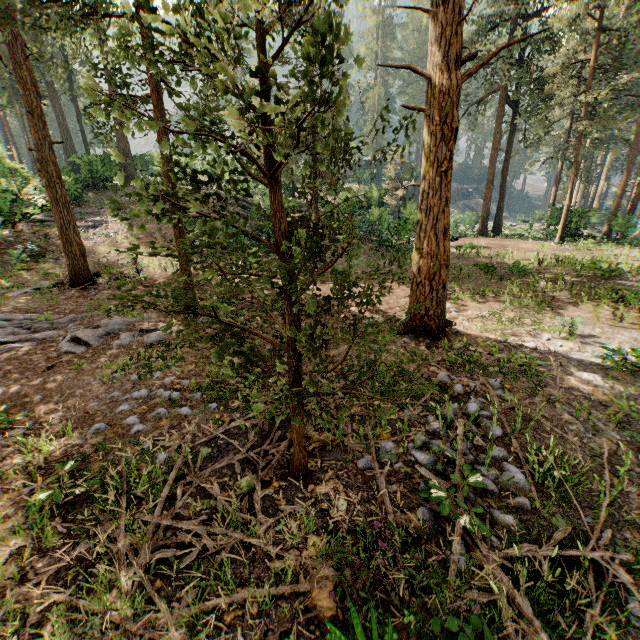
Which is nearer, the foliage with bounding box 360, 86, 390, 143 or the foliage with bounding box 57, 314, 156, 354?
the foliage with bounding box 360, 86, 390, 143

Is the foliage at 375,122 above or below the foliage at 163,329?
above

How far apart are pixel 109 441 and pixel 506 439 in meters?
6.5

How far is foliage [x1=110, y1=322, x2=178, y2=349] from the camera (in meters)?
3.03

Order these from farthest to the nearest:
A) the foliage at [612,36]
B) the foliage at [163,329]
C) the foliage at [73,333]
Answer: the foliage at [73,333]
the foliage at [163,329]
the foliage at [612,36]
